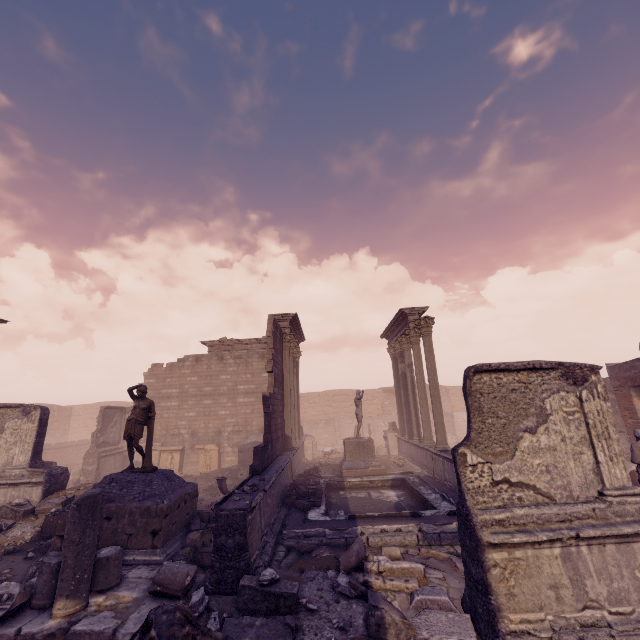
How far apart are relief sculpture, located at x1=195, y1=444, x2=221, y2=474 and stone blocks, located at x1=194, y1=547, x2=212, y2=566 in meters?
11.7

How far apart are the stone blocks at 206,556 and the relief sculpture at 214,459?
11.66m

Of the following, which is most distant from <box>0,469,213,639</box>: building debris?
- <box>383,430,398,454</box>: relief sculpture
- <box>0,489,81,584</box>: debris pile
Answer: <box>383,430,398,454</box>: relief sculpture

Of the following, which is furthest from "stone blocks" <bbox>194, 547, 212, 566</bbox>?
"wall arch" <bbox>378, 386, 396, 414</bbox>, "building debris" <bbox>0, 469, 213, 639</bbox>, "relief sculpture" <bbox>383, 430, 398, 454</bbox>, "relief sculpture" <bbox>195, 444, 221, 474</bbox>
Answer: "wall arch" <bbox>378, 386, 396, 414</bbox>

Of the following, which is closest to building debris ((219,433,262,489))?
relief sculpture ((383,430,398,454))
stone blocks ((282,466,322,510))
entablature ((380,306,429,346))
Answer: stone blocks ((282,466,322,510))

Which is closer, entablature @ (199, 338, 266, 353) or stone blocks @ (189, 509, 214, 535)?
stone blocks @ (189, 509, 214, 535)

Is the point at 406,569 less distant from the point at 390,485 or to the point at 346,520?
the point at 346,520

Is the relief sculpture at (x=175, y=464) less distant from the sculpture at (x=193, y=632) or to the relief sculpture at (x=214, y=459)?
the relief sculpture at (x=214, y=459)
